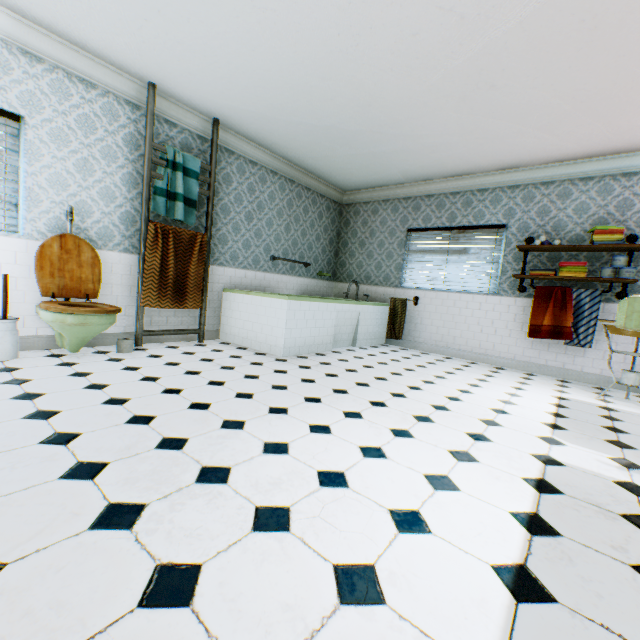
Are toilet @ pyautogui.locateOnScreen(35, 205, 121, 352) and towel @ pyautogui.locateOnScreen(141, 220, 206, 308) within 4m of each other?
yes

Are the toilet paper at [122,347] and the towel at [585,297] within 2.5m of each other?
no

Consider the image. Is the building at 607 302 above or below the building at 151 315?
above

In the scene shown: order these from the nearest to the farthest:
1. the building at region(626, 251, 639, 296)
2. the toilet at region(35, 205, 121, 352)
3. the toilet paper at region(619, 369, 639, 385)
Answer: the toilet at region(35, 205, 121, 352) < the toilet paper at region(619, 369, 639, 385) < the building at region(626, 251, 639, 296)

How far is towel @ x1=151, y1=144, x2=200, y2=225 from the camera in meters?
4.1

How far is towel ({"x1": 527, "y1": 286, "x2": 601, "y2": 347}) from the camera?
4.4 meters

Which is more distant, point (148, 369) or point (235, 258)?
point (235, 258)

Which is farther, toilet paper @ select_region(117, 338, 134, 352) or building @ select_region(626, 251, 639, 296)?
building @ select_region(626, 251, 639, 296)
